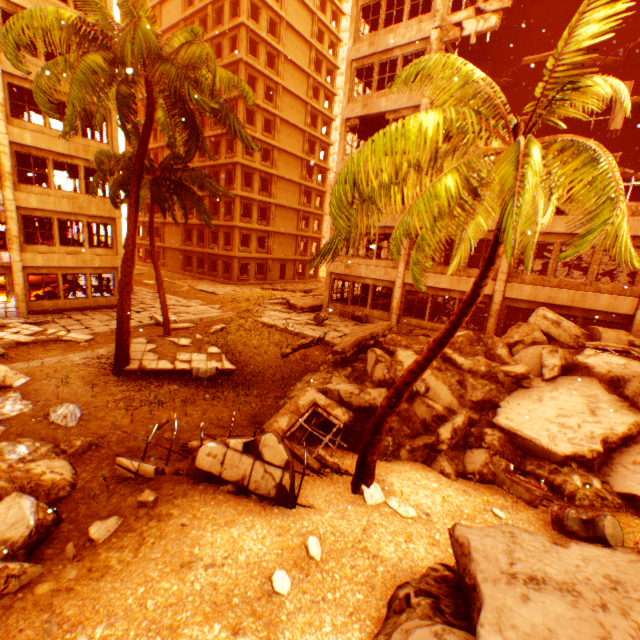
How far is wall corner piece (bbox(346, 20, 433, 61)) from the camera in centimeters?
1581cm

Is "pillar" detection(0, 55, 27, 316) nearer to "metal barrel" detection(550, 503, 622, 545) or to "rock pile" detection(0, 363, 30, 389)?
"rock pile" detection(0, 363, 30, 389)

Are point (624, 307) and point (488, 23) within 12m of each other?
no

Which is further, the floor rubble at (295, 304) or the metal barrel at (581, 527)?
the floor rubble at (295, 304)

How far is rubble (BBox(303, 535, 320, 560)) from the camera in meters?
4.6

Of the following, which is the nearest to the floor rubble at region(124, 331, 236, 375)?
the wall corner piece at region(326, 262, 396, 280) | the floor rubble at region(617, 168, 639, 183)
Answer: the wall corner piece at region(326, 262, 396, 280)

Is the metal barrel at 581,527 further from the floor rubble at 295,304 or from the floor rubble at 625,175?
the floor rubble at 295,304

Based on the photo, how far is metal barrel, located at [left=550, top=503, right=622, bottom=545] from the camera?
5.6m
